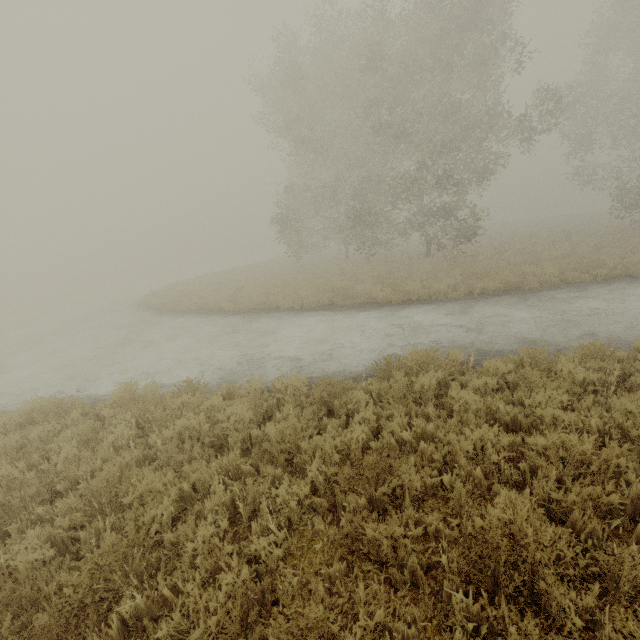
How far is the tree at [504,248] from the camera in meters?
16.8 m

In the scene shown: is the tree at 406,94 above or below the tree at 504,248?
above

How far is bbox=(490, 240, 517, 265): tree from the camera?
16.75m

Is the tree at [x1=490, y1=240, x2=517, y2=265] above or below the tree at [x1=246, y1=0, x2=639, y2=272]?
below

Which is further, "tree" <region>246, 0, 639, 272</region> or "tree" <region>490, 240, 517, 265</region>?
"tree" <region>490, 240, 517, 265</region>

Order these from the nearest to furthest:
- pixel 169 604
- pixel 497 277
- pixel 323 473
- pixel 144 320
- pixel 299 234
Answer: pixel 169 604 → pixel 323 473 → pixel 497 277 → pixel 144 320 → pixel 299 234
